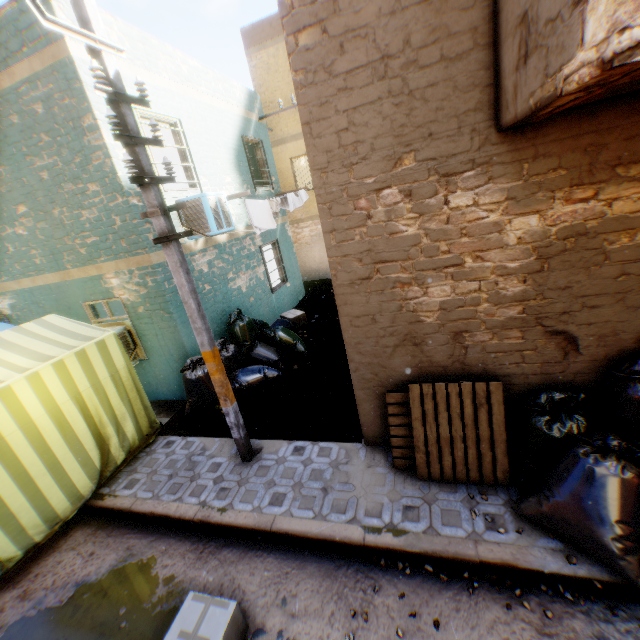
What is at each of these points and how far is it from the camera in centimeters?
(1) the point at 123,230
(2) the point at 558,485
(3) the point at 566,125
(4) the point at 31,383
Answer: (1) building, 578cm
(2) trash bag, 300cm
(3) building, 271cm
(4) tent, 426cm

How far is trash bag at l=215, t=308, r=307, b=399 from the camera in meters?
6.5

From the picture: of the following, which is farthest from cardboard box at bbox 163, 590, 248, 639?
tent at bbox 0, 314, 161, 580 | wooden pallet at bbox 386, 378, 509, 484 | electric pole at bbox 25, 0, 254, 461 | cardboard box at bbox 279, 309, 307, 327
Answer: cardboard box at bbox 279, 309, 307, 327

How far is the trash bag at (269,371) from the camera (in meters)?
6.49

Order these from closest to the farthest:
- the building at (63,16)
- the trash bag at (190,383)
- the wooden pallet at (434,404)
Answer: the wooden pallet at (434,404) < the building at (63,16) < the trash bag at (190,383)

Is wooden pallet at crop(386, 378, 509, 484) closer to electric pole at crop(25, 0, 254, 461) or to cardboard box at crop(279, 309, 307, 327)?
electric pole at crop(25, 0, 254, 461)

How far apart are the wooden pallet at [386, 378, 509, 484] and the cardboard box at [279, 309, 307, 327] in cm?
564

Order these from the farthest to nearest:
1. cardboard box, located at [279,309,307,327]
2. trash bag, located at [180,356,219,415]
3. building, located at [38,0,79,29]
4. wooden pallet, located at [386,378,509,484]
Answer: cardboard box, located at [279,309,307,327] → trash bag, located at [180,356,219,415] → building, located at [38,0,79,29] → wooden pallet, located at [386,378,509,484]
